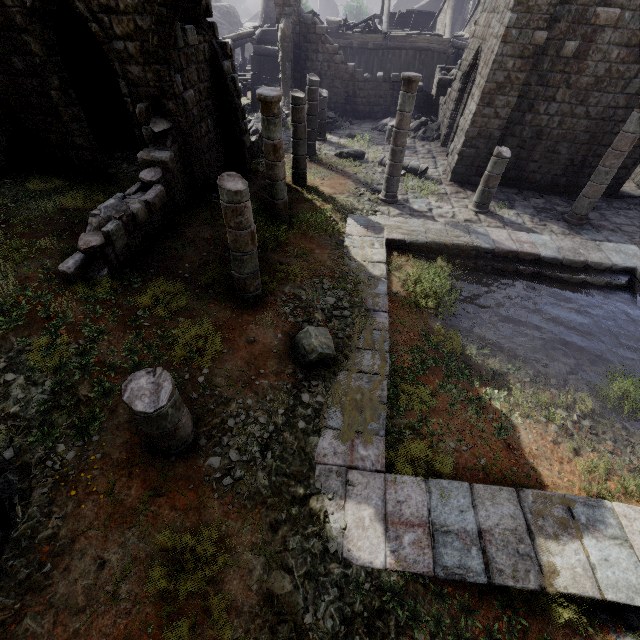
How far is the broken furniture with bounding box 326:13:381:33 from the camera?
22.9m

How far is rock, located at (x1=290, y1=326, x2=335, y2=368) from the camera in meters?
6.1

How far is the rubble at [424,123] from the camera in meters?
17.9

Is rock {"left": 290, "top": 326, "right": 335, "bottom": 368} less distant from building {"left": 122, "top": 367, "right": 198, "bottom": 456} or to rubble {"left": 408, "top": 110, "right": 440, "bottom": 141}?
building {"left": 122, "top": 367, "right": 198, "bottom": 456}

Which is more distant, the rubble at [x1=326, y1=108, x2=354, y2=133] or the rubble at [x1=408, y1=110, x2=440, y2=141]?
the rubble at [x1=326, y1=108, x2=354, y2=133]

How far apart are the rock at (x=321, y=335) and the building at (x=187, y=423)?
2.07m

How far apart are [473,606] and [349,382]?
3.6 meters

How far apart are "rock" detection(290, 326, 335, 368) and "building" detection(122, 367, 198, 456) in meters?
2.1
